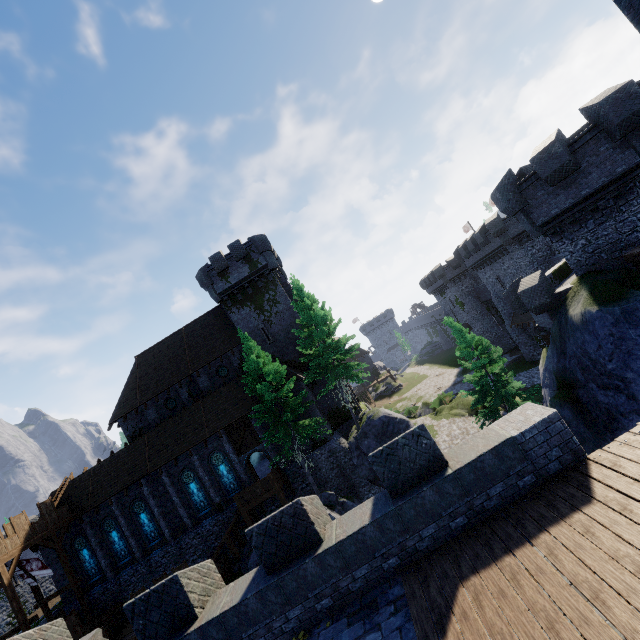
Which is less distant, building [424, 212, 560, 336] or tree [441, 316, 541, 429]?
tree [441, 316, 541, 429]

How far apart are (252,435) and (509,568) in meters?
25.1

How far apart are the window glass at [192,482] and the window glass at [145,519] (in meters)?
3.49

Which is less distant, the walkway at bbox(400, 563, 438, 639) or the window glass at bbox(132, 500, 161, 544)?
the walkway at bbox(400, 563, 438, 639)

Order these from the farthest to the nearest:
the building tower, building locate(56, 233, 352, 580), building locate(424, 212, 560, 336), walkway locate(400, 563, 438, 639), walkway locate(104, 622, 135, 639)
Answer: building locate(424, 212, 560, 336) → building locate(56, 233, 352, 580) → walkway locate(104, 622, 135, 639) → the building tower → walkway locate(400, 563, 438, 639)

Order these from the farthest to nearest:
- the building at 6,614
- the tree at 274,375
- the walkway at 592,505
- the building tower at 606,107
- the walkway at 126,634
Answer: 1. the building at 6,614
2. the tree at 274,375
3. the walkway at 126,634
4. the building tower at 606,107
5. the walkway at 592,505

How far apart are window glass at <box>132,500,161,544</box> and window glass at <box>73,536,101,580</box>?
4.5 meters

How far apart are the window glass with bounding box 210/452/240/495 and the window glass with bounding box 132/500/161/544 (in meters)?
6.49
